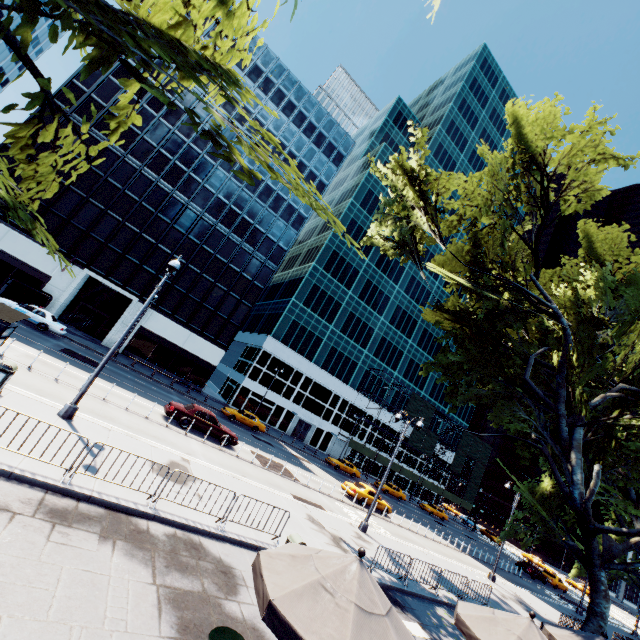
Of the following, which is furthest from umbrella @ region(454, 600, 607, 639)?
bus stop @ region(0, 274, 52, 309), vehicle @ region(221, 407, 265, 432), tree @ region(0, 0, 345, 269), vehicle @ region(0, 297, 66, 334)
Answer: vehicle @ region(0, 297, 66, 334)

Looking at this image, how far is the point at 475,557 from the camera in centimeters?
3178cm

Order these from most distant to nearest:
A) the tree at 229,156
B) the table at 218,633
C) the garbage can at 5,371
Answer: the garbage can at 5,371
the table at 218,633
the tree at 229,156

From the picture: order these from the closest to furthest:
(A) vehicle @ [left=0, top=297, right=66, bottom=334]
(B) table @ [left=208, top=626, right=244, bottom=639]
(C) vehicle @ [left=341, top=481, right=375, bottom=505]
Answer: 1. (B) table @ [left=208, top=626, right=244, bottom=639]
2. (A) vehicle @ [left=0, top=297, right=66, bottom=334]
3. (C) vehicle @ [left=341, top=481, right=375, bottom=505]

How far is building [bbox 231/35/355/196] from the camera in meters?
44.2

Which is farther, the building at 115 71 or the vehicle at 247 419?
the building at 115 71

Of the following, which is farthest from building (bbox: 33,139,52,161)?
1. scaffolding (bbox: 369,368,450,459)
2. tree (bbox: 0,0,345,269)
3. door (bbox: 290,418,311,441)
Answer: tree (bbox: 0,0,345,269)
